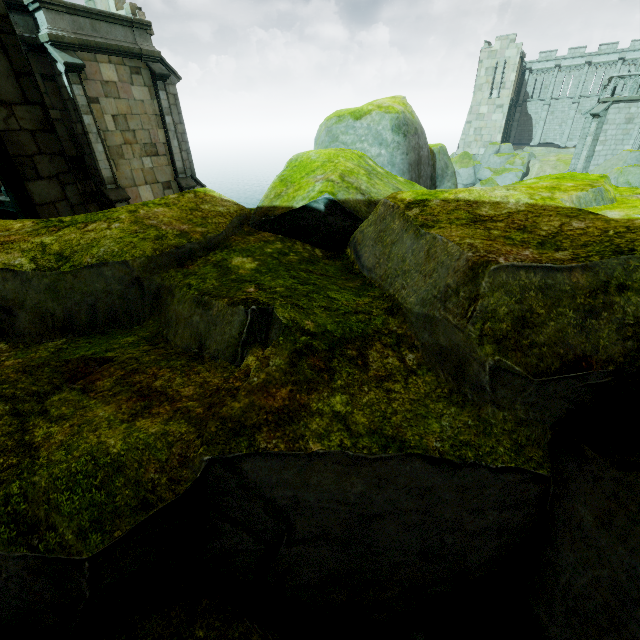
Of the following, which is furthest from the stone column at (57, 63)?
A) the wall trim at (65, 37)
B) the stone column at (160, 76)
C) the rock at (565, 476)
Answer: the rock at (565, 476)

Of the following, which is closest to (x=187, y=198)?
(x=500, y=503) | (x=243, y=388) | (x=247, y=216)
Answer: (x=247, y=216)

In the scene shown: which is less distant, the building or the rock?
the rock

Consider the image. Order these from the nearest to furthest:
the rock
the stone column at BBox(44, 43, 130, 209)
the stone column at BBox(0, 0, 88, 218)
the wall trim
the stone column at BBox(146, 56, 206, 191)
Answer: the rock
the stone column at BBox(0, 0, 88, 218)
the wall trim
the stone column at BBox(44, 43, 130, 209)
the stone column at BBox(146, 56, 206, 191)

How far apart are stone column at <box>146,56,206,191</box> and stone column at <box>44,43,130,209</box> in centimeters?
272cm

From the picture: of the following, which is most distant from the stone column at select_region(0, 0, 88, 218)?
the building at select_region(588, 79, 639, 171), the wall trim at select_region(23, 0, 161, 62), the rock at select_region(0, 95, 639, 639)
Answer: the building at select_region(588, 79, 639, 171)

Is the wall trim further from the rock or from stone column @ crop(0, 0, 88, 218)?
the rock

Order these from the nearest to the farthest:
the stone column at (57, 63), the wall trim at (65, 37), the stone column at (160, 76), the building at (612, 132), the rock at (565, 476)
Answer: the rock at (565, 476) → the wall trim at (65, 37) → the stone column at (57, 63) → the stone column at (160, 76) → the building at (612, 132)
